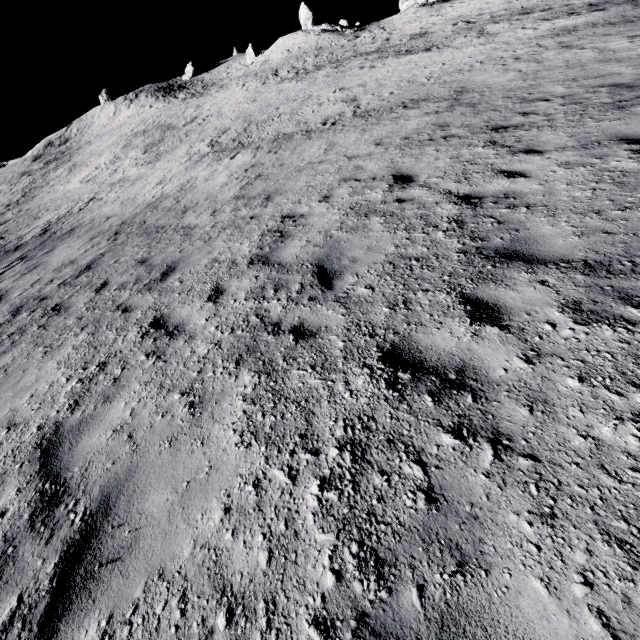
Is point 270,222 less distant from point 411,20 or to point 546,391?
point 546,391
